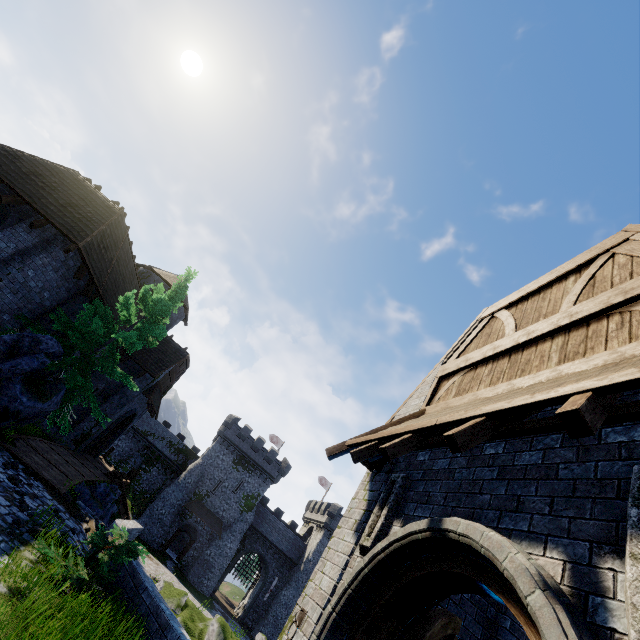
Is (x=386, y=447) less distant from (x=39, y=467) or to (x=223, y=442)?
(x=39, y=467)

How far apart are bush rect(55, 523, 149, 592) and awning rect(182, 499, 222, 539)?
38.4 meters

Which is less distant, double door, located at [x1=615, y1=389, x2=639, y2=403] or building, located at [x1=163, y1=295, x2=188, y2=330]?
double door, located at [x1=615, y1=389, x2=639, y2=403]

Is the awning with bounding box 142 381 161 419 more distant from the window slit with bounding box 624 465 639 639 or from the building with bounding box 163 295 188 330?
the window slit with bounding box 624 465 639 639

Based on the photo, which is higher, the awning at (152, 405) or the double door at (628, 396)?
the double door at (628, 396)

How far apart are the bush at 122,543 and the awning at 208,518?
38.40m

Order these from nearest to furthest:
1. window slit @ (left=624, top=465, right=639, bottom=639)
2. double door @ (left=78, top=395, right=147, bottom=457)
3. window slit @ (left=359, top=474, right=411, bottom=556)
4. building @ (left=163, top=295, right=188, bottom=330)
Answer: window slit @ (left=624, top=465, right=639, bottom=639)
window slit @ (left=359, top=474, right=411, bottom=556)
double door @ (left=78, top=395, right=147, bottom=457)
building @ (left=163, top=295, right=188, bottom=330)

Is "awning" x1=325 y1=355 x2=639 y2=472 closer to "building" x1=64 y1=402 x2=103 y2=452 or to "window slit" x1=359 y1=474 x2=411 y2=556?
"window slit" x1=359 y1=474 x2=411 y2=556
